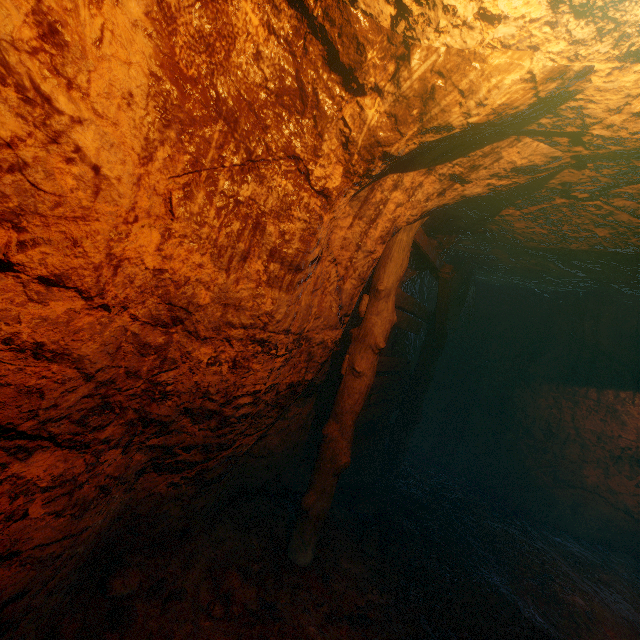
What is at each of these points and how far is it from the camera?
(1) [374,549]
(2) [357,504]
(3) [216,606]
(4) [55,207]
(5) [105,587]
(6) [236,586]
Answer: (1) instancedfoliageactor, 4.1m
(2) instancedfoliageactor, 4.9m
(3) instancedfoliageactor, 2.8m
(4) z, 1.5m
(5) instancedfoliageactor, 2.6m
(6) instancedfoliageactor, 3.0m

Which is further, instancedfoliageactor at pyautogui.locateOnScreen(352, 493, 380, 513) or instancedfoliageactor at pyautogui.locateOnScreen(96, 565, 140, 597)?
instancedfoliageactor at pyautogui.locateOnScreen(352, 493, 380, 513)

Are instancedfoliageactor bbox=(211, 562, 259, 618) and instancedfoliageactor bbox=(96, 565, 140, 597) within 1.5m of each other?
yes

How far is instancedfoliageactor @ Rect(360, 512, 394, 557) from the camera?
4.12m

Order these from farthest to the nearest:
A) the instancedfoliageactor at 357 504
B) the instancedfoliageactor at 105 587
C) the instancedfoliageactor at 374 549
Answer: the instancedfoliageactor at 357 504, the instancedfoliageactor at 374 549, the instancedfoliageactor at 105 587

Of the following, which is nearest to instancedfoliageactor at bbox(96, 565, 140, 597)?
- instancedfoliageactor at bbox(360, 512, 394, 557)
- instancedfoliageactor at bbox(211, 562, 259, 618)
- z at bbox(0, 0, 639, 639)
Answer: z at bbox(0, 0, 639, 639)

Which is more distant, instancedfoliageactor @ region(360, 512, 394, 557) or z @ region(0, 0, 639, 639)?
instancedfoliageactor @ region(360, 512, 394, 557)

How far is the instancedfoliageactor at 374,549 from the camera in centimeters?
412cm
